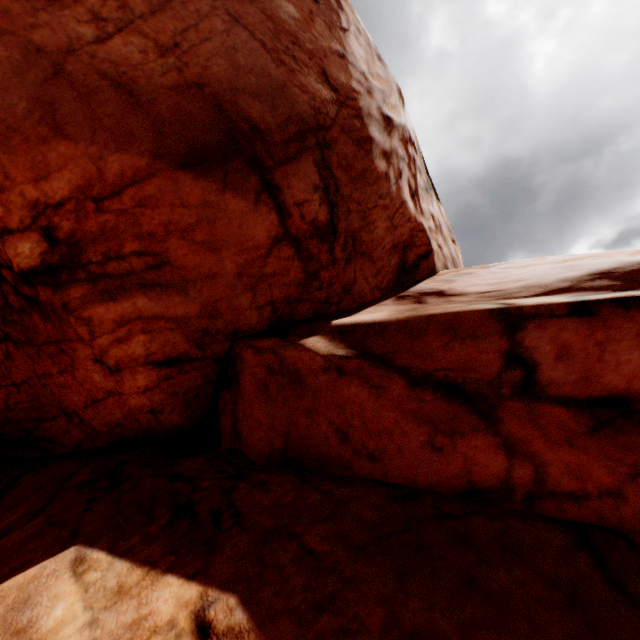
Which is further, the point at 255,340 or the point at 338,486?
the point at 255,340
